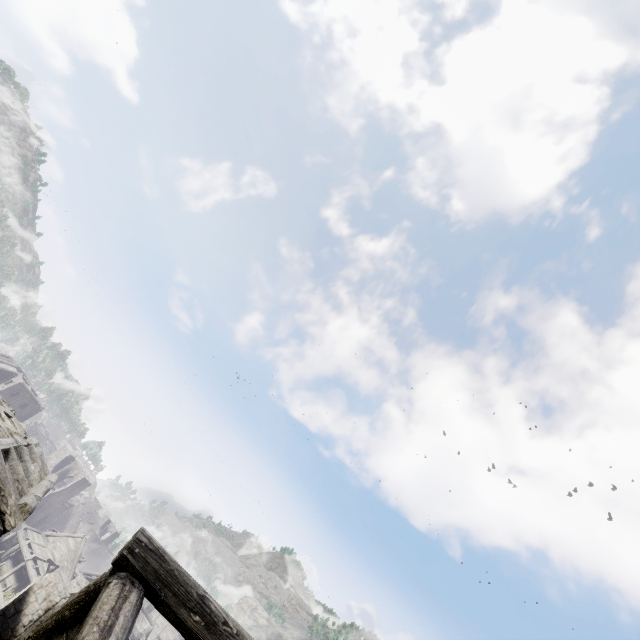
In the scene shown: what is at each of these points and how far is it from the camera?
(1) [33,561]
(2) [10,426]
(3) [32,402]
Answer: (1) building, 33.34m
(2) wooden plank rubble, 12.40m
(3) building, 45.97m

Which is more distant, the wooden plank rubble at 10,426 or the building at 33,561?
the wooden plank rubble at 10,426

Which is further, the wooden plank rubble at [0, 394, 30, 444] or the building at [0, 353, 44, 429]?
the building at [0, 353, 44, 429]

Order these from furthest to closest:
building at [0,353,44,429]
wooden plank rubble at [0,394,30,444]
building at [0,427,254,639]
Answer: building at [0,353,44,429], wooden plank rubble at [0,394,30,444], building at [0,427,254,639]

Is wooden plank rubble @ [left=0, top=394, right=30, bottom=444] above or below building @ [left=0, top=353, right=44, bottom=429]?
above

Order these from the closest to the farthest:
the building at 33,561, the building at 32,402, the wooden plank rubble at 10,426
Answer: the building at 33,561
the wooden plank rubble at 10,426
the building at 32,402

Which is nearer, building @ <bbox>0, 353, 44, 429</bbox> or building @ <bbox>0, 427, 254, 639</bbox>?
building @ <bbox>0, 427, 254, 639</bbox>
